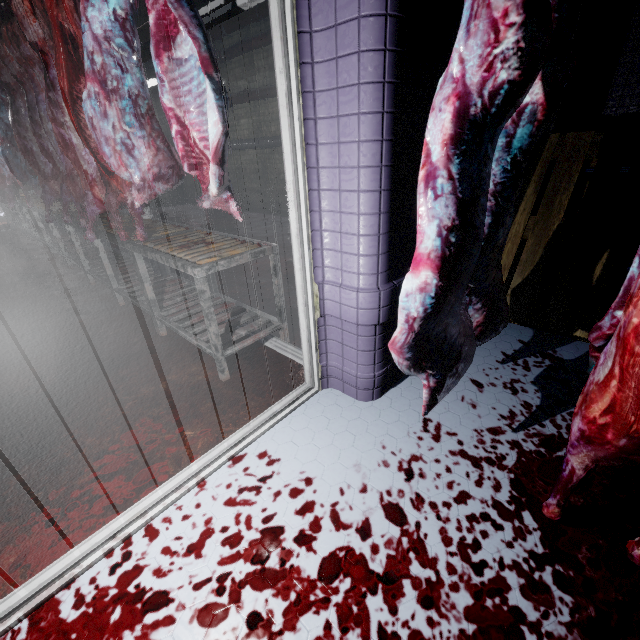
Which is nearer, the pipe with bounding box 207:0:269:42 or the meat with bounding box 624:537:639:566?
the meat with bounding box 624:537:639:566

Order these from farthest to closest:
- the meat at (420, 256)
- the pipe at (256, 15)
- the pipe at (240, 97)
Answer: the pipe at (240, 97), the pipe at (256, 15), the meat at (420, 256)

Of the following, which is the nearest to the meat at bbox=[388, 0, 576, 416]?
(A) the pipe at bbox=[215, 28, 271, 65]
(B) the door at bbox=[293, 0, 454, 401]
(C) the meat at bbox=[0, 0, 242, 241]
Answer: (B) the door at bbox=[293, 0, 454, 401]

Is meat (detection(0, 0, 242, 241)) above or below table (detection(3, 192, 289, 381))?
above

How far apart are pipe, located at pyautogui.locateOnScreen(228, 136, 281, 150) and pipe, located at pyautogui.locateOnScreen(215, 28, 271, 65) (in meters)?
1.40

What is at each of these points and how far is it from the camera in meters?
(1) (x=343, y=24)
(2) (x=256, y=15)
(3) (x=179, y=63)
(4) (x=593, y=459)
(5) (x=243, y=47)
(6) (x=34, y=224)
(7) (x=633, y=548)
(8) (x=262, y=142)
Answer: (1) door, 1.1
(2) pipe, 5.6
(3) meat, 1.4
(4) meat, 1.0
(5) pipe, 6.1
(6) table, 7.0
(7) meat, 1.1
(8) pipe, 6.7

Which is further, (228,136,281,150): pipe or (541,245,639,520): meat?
(228,136,281,150): pipe

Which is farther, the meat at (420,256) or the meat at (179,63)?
the meat at (179,63)
